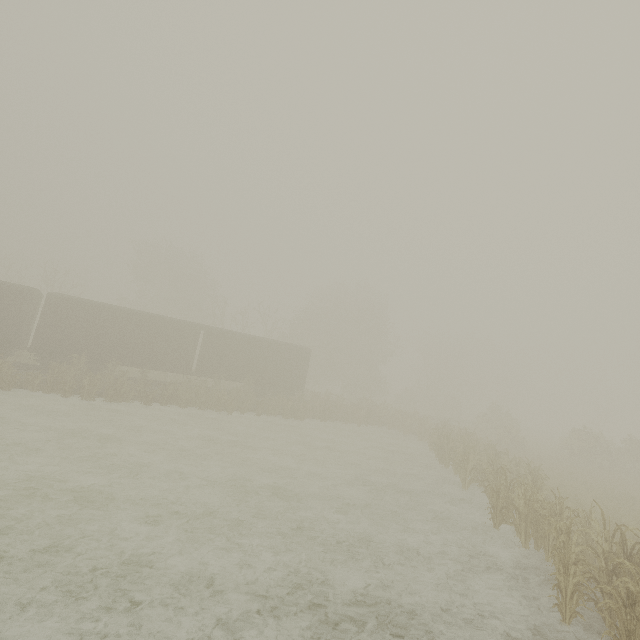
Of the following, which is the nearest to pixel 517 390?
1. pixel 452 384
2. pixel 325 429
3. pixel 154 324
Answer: pixel 452 384
